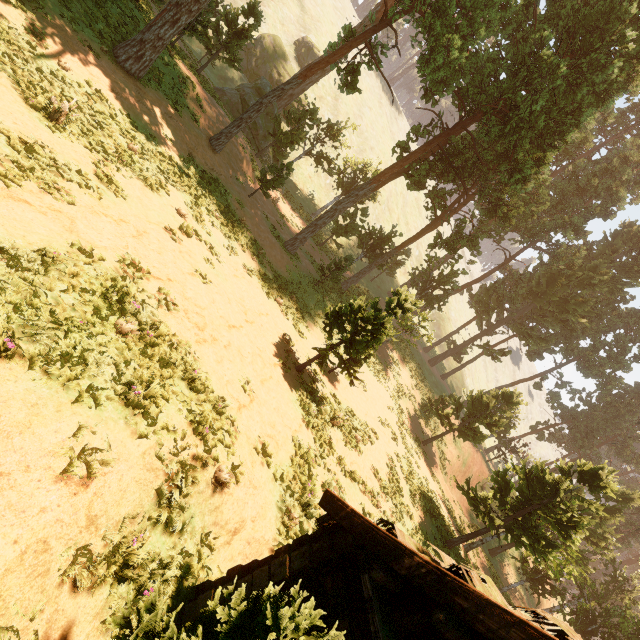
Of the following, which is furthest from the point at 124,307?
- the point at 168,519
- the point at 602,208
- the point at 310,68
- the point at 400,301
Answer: the point at 602,208

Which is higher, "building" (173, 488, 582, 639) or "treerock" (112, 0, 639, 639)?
"treerock" (112, 0, 639, 639)

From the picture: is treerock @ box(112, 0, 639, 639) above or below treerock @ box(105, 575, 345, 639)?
above

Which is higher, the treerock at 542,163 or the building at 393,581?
the treerock at 542,163

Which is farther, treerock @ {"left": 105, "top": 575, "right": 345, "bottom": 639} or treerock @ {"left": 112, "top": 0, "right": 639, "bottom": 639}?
treerock @ {"left": 112, "top": 0, "right": 639, "bottom": 639}

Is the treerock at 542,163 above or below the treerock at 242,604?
above

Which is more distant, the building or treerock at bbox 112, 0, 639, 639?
treerock at bbox 112, 0, 639, 639
